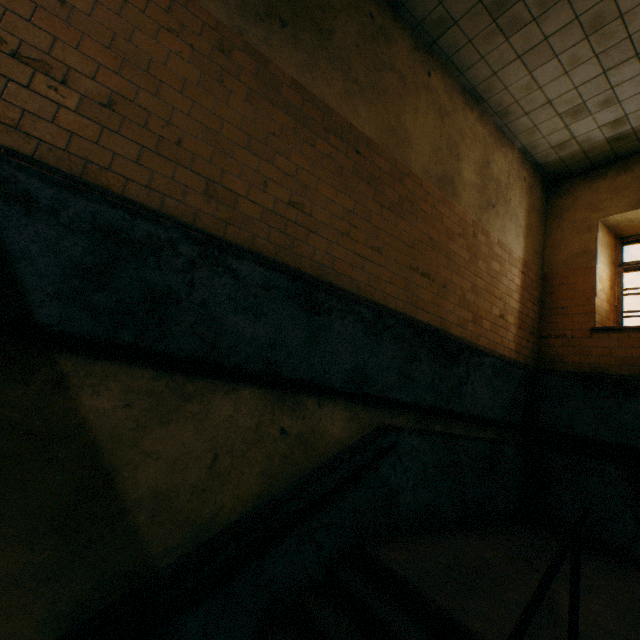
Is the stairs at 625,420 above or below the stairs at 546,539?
above

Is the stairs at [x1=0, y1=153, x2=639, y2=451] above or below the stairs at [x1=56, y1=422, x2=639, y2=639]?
above

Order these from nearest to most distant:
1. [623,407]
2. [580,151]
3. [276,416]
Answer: [276,416] < [623,407] < [580,151]
